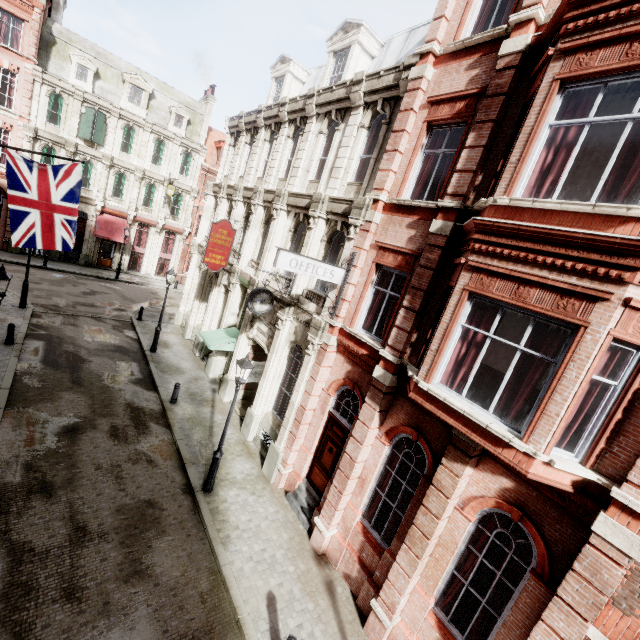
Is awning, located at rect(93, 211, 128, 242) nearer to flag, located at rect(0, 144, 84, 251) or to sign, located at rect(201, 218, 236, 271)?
flag, located at rect(0, 144, 84, 251)

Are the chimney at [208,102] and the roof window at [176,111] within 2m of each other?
yes

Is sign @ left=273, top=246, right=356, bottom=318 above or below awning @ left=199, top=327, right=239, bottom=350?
above

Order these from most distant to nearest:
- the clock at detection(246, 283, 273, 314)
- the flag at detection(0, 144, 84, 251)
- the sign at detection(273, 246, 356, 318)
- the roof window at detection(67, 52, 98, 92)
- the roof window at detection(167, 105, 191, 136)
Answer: the roof window at detection(167, 105, 191, 136), the roof window at detection(67, 52, 98, 92), the clock at detection(246, 283, 273, 314), the flag at detection(0, 144, 84, 251), the sign at detection(273, 246, 356, 318)

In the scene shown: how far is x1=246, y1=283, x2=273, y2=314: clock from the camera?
11.3m

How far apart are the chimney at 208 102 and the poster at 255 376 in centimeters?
2747cm

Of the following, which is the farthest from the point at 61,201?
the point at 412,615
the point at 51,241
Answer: the point at 412,615

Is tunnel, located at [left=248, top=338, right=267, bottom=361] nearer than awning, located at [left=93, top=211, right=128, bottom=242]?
Yes
